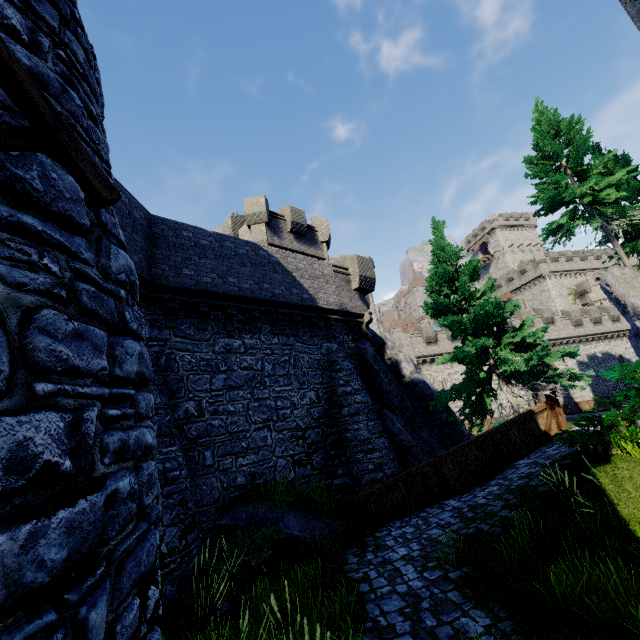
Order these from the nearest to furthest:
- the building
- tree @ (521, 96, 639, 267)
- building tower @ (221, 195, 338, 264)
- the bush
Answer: the bush, the building, tree @ (521, 96, 639, 267), building tower @ (221, 195, 338, 264)

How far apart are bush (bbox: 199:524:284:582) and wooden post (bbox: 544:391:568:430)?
10.57m

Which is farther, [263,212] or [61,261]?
[263,212]

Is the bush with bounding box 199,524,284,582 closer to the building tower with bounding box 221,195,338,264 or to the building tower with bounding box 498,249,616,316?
the building tower with bounding box 221,195,338,264

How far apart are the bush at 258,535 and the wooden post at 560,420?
10.57m

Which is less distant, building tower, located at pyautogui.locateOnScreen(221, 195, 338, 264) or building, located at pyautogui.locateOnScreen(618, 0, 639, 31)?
building, located at pyautogui.locateOnScreen(618, 0, 639, 31)

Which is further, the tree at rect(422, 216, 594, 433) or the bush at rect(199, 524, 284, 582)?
the tree at rect(422, 216, 594, 433)

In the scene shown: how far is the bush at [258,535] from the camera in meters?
7.3 m
